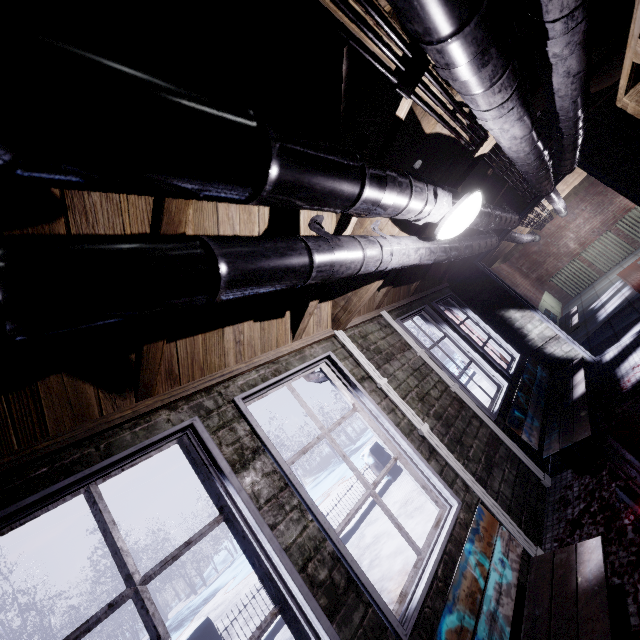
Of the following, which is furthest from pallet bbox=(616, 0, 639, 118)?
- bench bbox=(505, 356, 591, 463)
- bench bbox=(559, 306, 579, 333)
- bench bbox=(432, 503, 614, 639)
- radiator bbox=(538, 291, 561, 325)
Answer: radiator bbox=(538, 291, 561, 325)

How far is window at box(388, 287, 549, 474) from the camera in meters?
3.0

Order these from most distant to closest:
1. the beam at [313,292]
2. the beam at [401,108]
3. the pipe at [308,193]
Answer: the beam at [313,292]
the beam at [401,108]
the pipe at [308,193]

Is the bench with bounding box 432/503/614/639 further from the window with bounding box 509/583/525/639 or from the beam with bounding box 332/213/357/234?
the beam with bounding box 332/213/357/234

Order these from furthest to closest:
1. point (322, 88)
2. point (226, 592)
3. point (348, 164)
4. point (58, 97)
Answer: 1. point (226, 592)
2. point (322, 88)
3. point (348, 164)
4. point (58, 97)

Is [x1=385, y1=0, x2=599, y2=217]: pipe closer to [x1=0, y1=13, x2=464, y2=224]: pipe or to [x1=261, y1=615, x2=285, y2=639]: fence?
[x1=0, y1=13, x2=464, y2=224]: pipe

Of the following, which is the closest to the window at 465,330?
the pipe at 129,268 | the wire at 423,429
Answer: the wire at 423,429

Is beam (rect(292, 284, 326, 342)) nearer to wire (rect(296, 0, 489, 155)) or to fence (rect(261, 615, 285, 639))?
wire (rect(296, 0, 489, 155))
